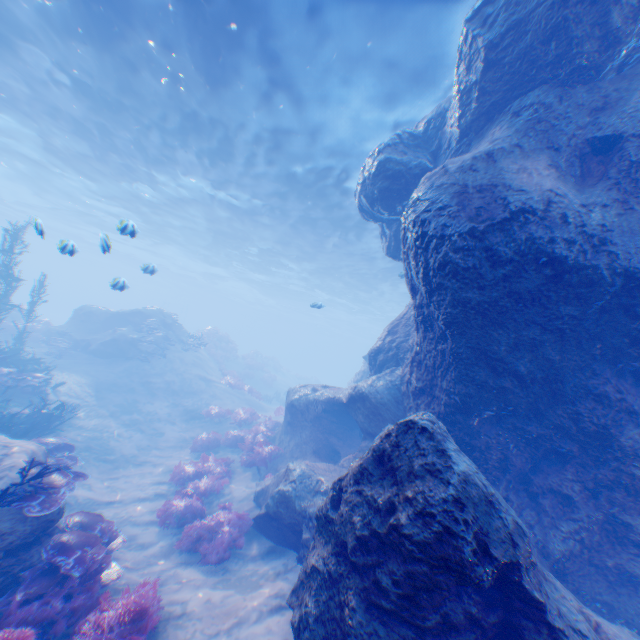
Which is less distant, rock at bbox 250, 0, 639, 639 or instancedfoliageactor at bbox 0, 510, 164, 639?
rock at bbox 250, 0, 639, 639

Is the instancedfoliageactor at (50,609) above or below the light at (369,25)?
below

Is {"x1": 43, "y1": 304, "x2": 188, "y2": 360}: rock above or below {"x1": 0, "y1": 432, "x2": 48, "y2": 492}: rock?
above

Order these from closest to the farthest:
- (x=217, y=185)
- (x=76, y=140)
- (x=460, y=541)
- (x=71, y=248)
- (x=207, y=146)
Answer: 1. (x=460, y=541)
2. (x=71, y=248)
3. (x=207, y=146)
4. (x=76, y=140)
5. (x=217, y=185)

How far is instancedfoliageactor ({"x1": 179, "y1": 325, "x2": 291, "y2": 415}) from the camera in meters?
22.7 m

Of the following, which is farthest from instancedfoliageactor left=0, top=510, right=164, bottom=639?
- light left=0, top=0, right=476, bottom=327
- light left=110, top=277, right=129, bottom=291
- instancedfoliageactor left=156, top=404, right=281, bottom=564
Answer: light left=110, top=277, right=129, bottom=291

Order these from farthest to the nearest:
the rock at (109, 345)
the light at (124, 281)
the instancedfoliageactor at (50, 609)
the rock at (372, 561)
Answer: the rock at (109, 345) → the light at (124, 281) → the instancedfoliageactor at (50, 609) → the rock at (372, 561)

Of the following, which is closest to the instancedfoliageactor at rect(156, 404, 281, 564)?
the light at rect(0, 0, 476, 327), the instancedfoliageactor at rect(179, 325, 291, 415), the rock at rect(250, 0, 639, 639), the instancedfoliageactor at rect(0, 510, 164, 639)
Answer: the rock at rect(250, 0, 639, 639)
